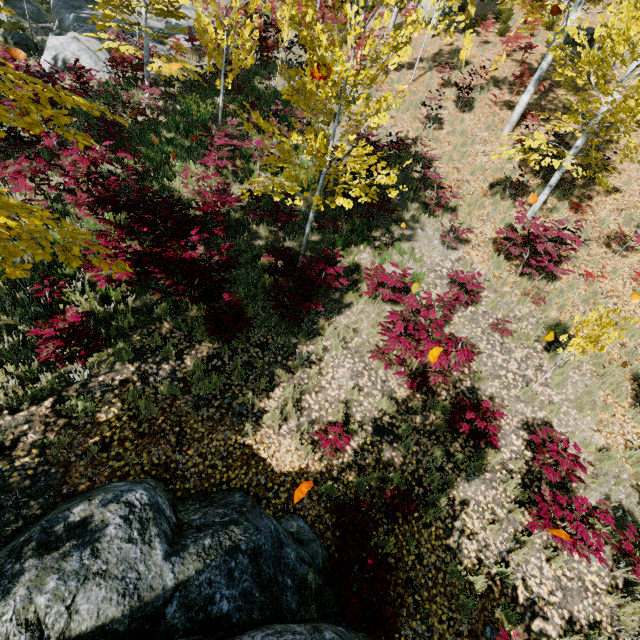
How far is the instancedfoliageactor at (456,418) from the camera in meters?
5.4

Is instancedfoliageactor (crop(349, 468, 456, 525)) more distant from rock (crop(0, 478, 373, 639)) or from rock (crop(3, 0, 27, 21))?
rock (crop(0, 478, 373, 639))

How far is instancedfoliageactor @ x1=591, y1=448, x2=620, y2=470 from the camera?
5.9m

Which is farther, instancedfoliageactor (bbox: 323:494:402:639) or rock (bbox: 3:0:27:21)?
rock (bbox: 3:0:27:21)

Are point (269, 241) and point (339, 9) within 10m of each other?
no
